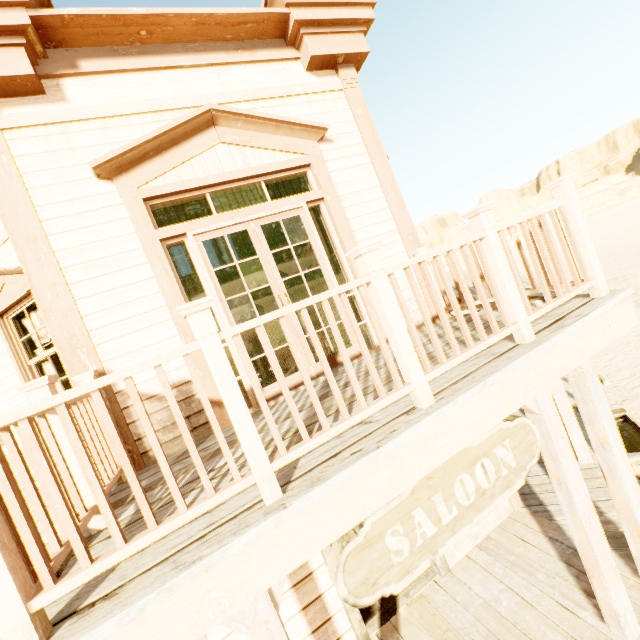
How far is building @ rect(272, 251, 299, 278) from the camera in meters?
9.2 m

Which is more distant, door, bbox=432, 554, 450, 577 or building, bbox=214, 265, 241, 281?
building, bbox=214, 265, 241, 281

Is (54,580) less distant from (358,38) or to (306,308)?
(358,38)

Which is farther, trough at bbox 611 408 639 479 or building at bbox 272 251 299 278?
building at bbox 272 251 299 278

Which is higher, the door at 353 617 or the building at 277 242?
the building at 277 242

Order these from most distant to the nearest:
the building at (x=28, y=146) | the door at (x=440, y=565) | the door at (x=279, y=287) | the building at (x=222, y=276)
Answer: the building at (x=222, y=276) → the door at (x=440, y=565) → the door at (x=279, y=287) → the building at (x=28, y=146)

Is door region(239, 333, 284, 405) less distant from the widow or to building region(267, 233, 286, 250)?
building region(267, 233, 286, 250)
